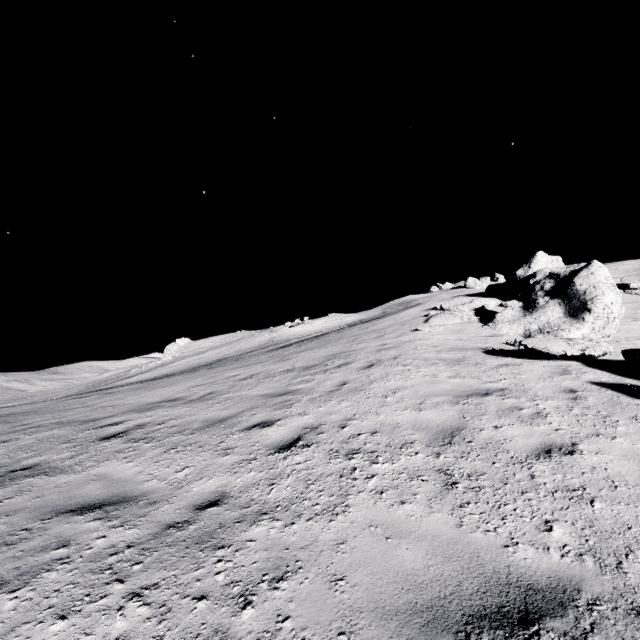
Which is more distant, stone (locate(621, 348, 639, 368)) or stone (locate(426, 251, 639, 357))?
stone (locate(426, 251, 639, 357))

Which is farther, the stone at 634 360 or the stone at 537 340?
the stone at 537 340

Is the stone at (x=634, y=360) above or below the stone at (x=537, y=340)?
below

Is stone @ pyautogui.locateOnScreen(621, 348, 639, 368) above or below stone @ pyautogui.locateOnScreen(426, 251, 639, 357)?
below

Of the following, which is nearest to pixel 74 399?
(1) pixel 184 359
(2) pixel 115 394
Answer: (2) pixel 115 394
